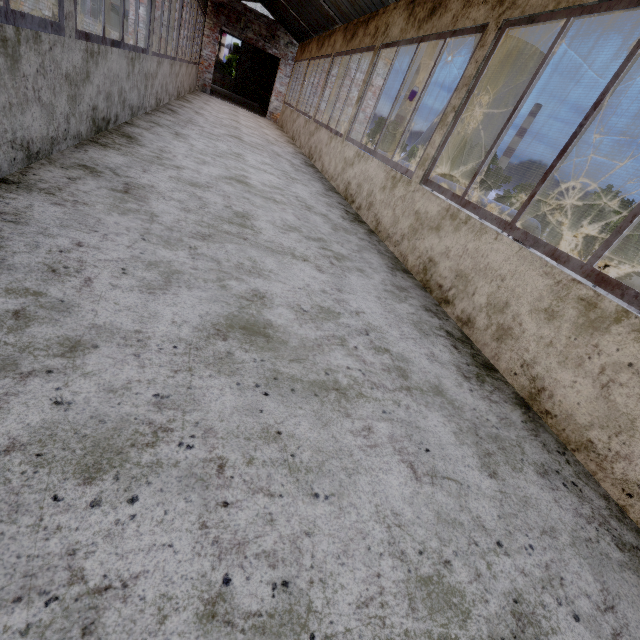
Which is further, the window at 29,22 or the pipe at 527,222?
the pipe at 527,222

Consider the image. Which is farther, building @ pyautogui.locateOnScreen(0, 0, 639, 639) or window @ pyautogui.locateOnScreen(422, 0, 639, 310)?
window @ pyautogui.locateOnScreen(422, 0, 639, 310)

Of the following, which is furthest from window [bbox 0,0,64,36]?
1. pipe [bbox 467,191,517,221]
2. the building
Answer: pipe [bbox 467,191,517,221]

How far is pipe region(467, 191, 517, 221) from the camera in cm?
1611

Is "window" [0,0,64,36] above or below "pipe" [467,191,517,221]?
above

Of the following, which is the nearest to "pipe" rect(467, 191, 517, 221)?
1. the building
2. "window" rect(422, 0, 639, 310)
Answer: the building

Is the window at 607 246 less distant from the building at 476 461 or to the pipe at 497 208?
the building at 476 461

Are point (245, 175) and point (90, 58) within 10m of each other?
yes
